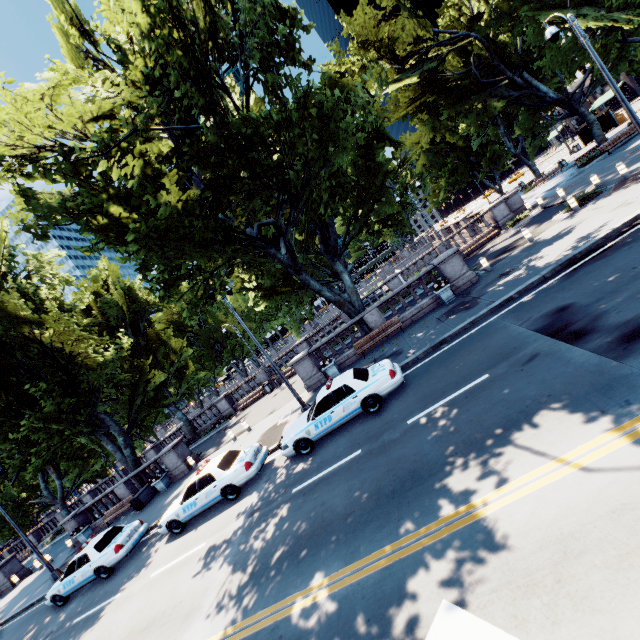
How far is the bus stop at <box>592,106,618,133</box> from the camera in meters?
36.9 m

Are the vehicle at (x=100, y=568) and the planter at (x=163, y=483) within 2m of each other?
no

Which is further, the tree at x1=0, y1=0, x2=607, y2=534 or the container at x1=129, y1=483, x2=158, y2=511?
the container at x1=129, y1=483, x2=158, y2=511

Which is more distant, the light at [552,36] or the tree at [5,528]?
the tree at [5,528]

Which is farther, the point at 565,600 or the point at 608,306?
the point at 608,306

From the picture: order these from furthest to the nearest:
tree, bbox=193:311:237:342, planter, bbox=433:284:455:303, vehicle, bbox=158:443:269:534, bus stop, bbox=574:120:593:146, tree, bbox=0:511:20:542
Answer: tree, bbox=193:311:237:342, bus stop, bbox=574:120:593:146, tree, bbox=0:511:20:542, planter, bbox=433:284:455:303, vehicle, bbox=158:443:269:534

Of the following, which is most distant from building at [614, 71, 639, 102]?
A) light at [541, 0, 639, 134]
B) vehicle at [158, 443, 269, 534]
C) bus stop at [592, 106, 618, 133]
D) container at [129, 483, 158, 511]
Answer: container at [129, 483, 158, 511]

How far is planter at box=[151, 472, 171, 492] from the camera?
20.6 meters
